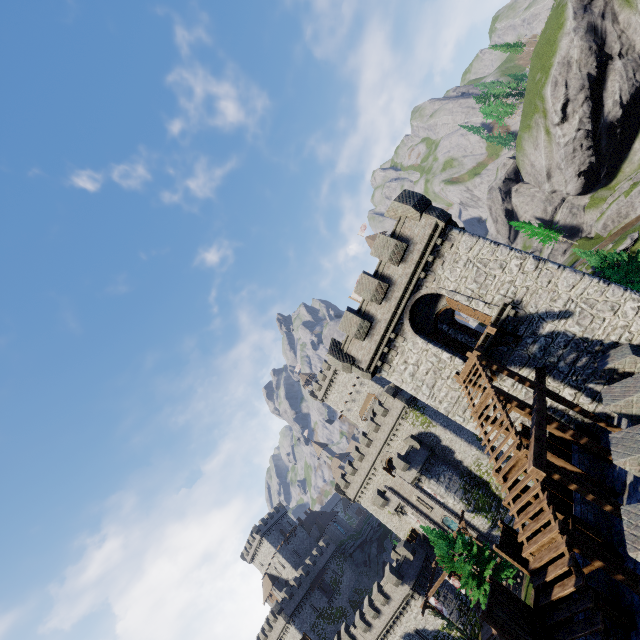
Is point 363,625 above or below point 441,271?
below

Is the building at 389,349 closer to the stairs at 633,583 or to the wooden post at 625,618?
the stairs at 633,583

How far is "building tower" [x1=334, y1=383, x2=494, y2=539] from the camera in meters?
43.6

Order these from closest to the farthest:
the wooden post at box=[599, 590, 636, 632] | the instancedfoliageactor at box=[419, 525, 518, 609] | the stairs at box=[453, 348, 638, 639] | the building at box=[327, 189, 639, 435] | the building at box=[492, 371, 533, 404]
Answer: the stairs at box=[453, 348, 638, 639]
the wooden post at box=[599, 590, 636, 632]
the building at box=[327, 189, 639, 435]
the building at box=[492, 371, 533, 404]
the instancedfoliageactor at box=[419, 525, 518, 609]

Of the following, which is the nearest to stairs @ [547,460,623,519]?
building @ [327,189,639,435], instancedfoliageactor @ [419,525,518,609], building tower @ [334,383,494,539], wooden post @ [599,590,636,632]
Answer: wooden post @ [599,590,636,632]

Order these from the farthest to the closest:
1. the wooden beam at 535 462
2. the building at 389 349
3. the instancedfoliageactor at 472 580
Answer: the instancedfoliageactor at 472 580 < the building at 389 349 < the wooden beam at 535 462

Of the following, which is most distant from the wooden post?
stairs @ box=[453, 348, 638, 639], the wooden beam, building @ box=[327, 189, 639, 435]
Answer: building @ box=[327, 189, 639, 435]

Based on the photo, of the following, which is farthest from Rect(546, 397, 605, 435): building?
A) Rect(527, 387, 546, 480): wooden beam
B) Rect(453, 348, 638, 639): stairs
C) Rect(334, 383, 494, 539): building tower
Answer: Rect(334, 383, 494, 539): building tower
